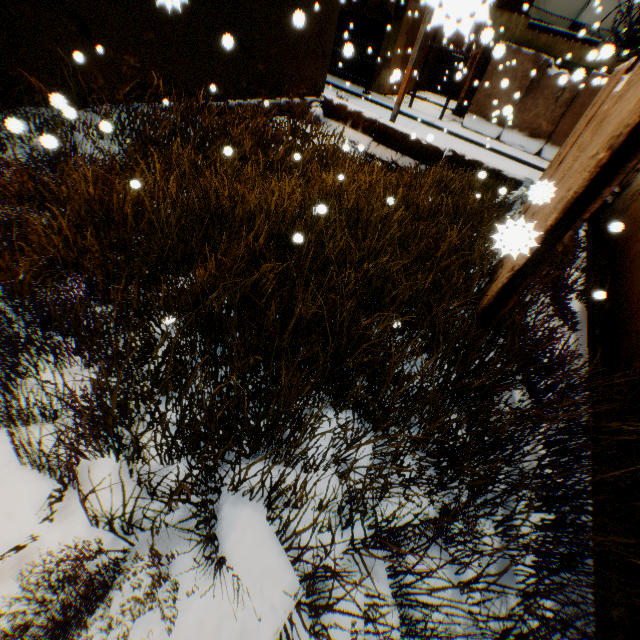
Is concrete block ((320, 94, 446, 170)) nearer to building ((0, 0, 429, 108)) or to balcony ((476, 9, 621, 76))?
building ((0, 0, 429, 108))

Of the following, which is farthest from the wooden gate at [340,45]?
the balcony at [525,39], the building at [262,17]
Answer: the balcony at [525,39]

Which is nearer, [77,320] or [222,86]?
[77,320]

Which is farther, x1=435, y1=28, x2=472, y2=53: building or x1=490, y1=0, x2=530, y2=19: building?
x1=490, y1=0, x2=530, y2=19: building

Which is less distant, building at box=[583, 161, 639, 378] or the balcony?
building at box=[583, 161, 639, 378]

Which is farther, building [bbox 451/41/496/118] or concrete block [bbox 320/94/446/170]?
building [bbox 451/41/496/118]

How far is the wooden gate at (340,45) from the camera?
17.1 meters

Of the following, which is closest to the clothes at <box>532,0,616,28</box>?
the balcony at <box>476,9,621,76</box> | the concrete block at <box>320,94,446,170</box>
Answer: the balcony at <box>476,9,621,76</box>
